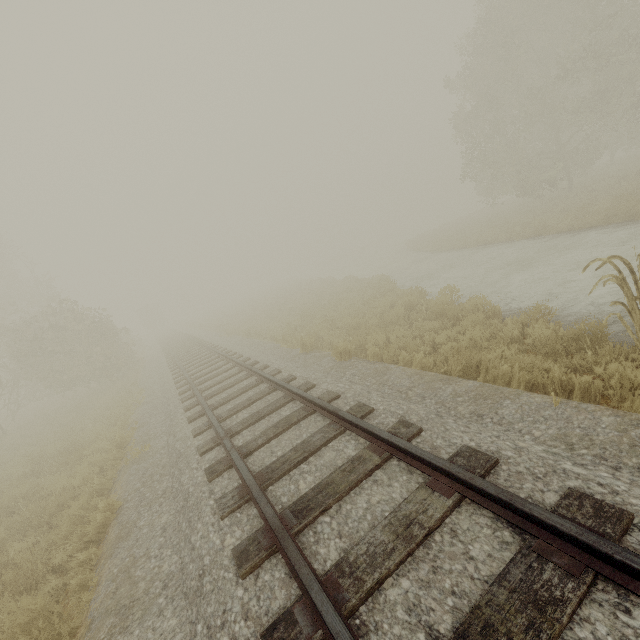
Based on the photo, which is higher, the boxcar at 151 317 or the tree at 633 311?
the boxcar at 151 317

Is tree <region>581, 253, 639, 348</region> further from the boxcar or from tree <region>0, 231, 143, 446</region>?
the boxcar

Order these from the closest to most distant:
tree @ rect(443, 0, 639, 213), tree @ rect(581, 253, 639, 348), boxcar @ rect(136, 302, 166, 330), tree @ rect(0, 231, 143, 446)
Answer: tree @ rect(581, 253, 639, 348) → tree @ rect(0, 231, 143, 446) → tree @ rect(443, 0, 639, 213) → boxcar @ rect(136, 302, 166, 330)

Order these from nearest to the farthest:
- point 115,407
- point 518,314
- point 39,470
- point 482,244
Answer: point 518,314 → point 39,470 → point 115,407 → point 482,244

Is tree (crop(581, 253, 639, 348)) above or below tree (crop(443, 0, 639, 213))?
below

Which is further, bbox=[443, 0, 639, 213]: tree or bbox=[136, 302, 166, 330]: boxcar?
bbox=[136, 302, 166, 330]: boxcar

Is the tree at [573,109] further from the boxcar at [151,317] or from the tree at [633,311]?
the boxcar at [151,317]
